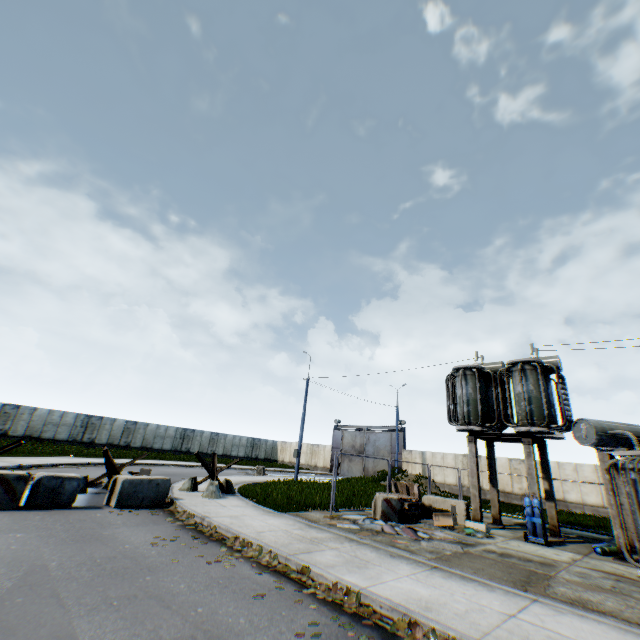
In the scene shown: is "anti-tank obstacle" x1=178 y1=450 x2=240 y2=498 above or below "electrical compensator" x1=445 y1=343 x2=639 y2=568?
below

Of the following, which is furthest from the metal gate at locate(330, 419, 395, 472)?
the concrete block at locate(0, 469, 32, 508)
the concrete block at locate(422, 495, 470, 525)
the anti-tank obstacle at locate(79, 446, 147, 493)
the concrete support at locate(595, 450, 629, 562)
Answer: the concrete block at locate(0, 469, 32, 508)

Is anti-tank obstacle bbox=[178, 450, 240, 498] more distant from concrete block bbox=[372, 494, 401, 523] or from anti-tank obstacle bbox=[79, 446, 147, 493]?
concrete block bbox=[372, 494, 401, 523]

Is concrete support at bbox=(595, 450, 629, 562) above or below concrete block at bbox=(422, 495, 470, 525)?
above

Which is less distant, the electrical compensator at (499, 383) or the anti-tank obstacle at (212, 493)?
the electrical compensator at (499, 383)

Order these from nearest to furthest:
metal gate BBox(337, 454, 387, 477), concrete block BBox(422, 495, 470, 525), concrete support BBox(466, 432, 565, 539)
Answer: concrete support BBox(466, 432, 565, 539), concrete block BBox(422, 495, 470, 525), metal gate BBox(337, 454, 387, 477)

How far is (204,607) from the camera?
4.6m

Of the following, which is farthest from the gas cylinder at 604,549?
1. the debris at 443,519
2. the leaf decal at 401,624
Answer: the leaf decal at 401,624
